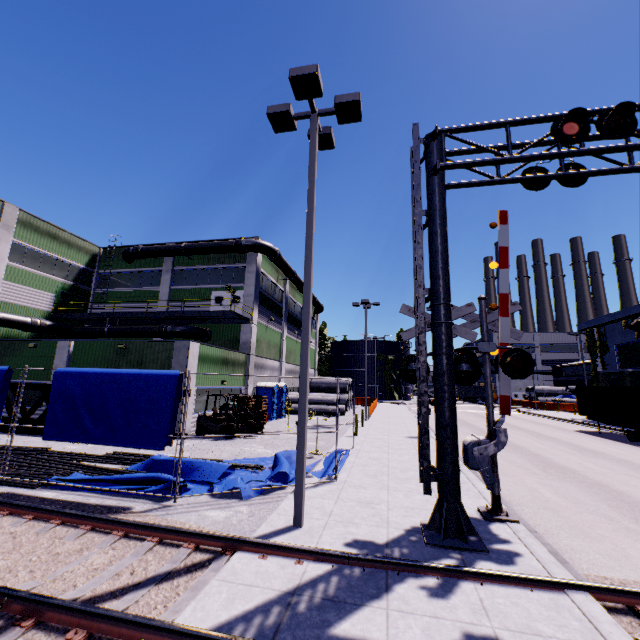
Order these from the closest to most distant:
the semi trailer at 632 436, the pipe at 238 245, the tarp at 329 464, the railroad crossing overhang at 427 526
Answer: the railroad crossing overhang at 427 526 < the tarp at 329 464 < the semi trailer at 632 436 < the pipe at 238 245

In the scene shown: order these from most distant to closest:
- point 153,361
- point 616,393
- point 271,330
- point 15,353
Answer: point 271,330 → point 616,393 → point 15,353 → point 153,361

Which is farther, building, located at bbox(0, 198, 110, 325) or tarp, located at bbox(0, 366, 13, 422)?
building, located at bbox(0, 198, 110, 325)

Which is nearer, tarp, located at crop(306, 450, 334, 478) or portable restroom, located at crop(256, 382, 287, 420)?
tarp, located at crop(306, 450, 334, 478)

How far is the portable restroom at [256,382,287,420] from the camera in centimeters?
2522cm

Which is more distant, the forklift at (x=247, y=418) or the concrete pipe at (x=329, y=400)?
A: the concrete pipe at (x=329, y=400)

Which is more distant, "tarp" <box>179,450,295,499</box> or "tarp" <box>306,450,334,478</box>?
"tarp" <box>306,450,334,478</box>

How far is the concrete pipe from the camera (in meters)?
30.36
